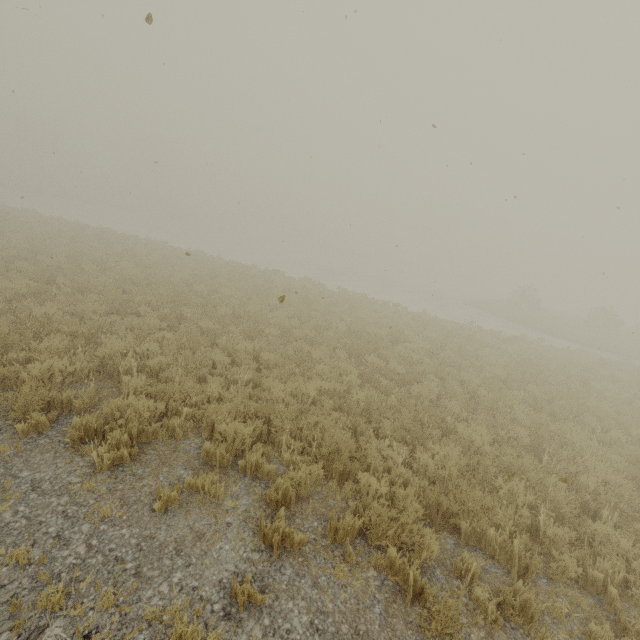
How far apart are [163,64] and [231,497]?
9.8m
